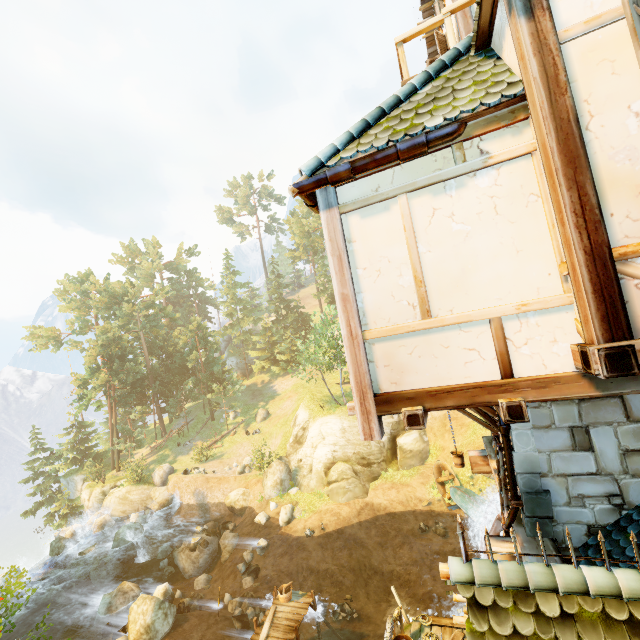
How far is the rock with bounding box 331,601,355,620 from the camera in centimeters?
1638cm

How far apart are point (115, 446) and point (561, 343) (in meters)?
44.16

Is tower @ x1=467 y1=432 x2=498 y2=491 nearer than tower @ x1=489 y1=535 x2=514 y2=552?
No

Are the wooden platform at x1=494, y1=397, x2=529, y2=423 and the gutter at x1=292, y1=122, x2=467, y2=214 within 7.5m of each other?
yes

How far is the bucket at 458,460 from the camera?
10.79m

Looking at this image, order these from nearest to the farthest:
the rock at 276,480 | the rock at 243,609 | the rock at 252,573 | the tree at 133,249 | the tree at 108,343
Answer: the rock at 243,609 → the rock at 252,573 → the rock at 276,480 → the tree at 108,343 → the tree at 133,249

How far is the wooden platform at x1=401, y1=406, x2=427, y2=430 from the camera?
3.37m

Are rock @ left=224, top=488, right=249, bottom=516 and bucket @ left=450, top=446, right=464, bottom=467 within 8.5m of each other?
no
